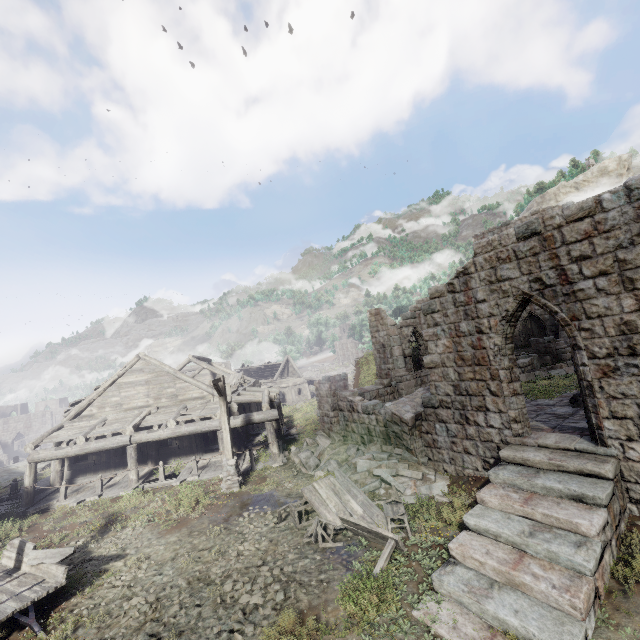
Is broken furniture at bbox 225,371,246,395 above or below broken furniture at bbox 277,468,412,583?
above

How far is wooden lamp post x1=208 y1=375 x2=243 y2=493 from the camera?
13.3 meters

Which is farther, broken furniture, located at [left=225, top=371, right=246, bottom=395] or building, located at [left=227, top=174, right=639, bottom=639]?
broken furniture, located at [left=225, top=371, right=246, bottom=395]

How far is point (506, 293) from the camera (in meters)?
9.20

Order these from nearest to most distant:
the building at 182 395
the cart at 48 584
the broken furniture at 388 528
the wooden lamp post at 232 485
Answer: the cart at 48 584 < the broken furniture at 388 528 < the wooden lamp post at 232 485 < the building at 182 395

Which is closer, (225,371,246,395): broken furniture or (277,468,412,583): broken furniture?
(277,468,412,583): broken furniture

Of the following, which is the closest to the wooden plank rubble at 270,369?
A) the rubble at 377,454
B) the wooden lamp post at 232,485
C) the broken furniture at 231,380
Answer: the broken furniture at 231,380

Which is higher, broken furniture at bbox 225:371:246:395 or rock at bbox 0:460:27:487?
broken furniture at bbox 225:371:246:395
